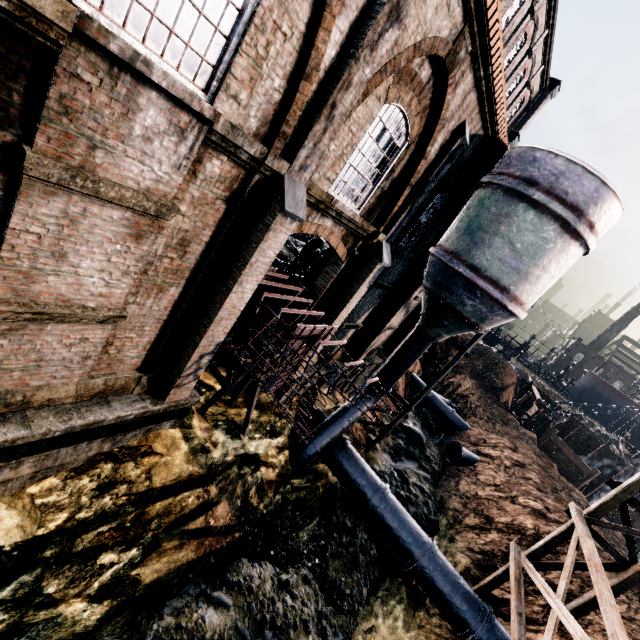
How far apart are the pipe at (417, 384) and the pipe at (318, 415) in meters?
16.6 m

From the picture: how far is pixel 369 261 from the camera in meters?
12.1

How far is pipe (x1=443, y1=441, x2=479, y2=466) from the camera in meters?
24.6 m

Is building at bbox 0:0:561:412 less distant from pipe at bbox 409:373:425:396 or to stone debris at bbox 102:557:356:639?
pipe at bbox 409:373:425:396

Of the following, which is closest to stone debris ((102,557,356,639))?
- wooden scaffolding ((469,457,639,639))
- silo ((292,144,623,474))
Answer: silo ((292,144,623,474))

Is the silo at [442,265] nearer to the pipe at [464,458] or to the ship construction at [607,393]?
the pipe at [464,458]

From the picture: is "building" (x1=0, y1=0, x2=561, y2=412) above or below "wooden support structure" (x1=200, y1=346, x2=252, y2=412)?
above

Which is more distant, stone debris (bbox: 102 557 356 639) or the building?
stone debris (bbox: 102 557 356 639)
